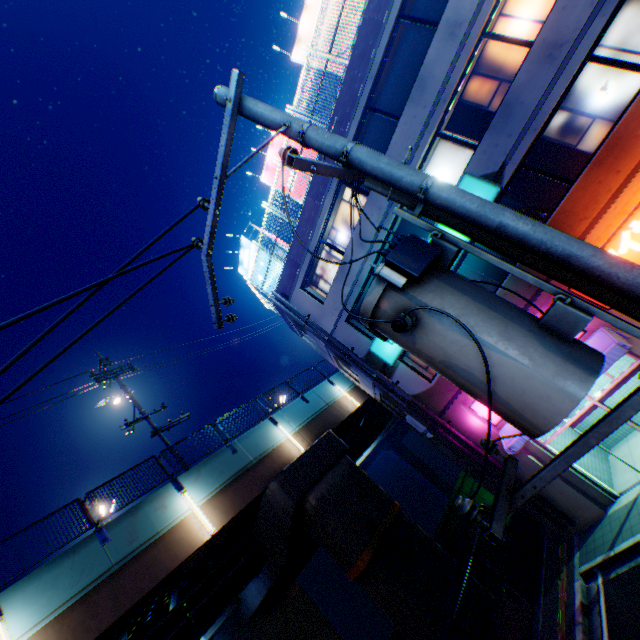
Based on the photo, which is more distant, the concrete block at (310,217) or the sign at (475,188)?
the concrete block at (310,217)

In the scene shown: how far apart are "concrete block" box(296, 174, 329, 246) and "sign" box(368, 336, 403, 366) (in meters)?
4.81

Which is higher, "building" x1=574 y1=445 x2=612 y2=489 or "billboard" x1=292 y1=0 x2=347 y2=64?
"billboard" x1=292 y1=0 x2=347 y2=64

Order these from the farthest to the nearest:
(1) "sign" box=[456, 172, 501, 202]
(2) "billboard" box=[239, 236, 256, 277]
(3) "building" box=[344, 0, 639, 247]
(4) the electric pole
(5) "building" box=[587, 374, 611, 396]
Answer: (2) "billboard" box=[239, 236, 256, 277] < (5) "building" box=[587, 374, 611, 396] < (1) "sign" box=[456, 172, 501, 202] < (3) "building" box=[344, 0, 639, 247] < (4) the electric pole

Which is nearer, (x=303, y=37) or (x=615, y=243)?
(x=615, y=243)

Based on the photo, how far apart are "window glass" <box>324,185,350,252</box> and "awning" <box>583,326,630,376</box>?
9.0m

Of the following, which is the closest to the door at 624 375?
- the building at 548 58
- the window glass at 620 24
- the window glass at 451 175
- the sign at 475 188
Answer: the building at 548 58

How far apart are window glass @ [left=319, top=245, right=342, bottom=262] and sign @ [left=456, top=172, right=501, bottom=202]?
3.0m
